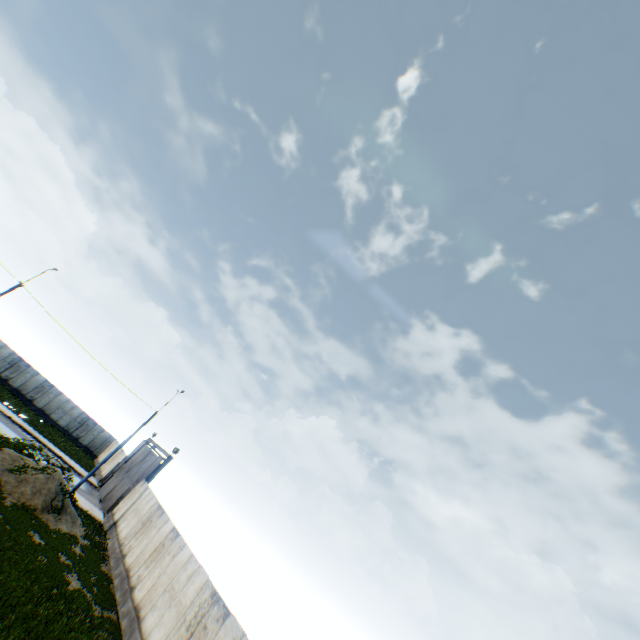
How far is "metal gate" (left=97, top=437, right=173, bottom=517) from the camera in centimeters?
2727cm

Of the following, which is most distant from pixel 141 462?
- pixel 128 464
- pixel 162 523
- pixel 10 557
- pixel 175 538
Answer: pixel 10 557

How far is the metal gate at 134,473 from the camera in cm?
2727
